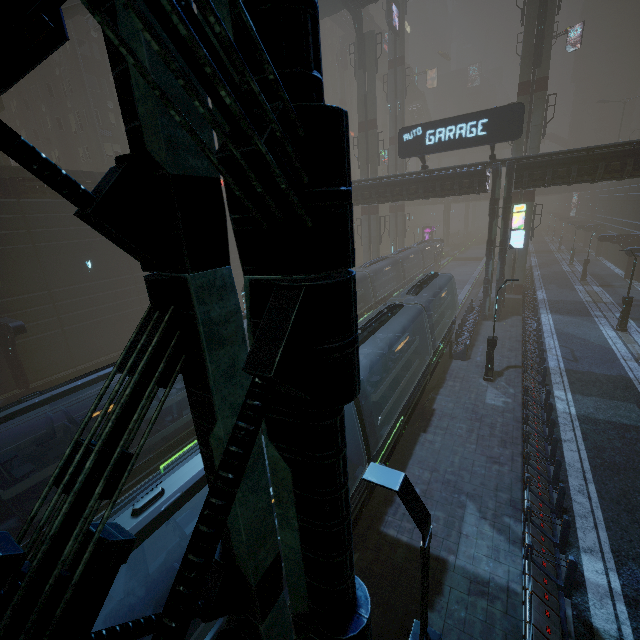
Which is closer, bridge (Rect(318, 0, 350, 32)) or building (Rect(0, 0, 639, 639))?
building (Rect(0, 0, 639, 639))

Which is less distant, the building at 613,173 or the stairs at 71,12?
the building at 613,173

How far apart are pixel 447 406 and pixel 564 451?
4.71m

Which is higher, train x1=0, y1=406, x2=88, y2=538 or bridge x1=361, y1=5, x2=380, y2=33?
bridge x1=361, y1=5, x2=380, y2=33

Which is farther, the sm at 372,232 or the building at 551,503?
the sm at 372,232

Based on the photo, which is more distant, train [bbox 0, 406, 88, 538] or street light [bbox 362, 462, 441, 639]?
train [bbox 0, 406, 88, 538]

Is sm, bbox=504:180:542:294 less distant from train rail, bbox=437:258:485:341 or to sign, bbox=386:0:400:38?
sign, bbox=386:0:400:38

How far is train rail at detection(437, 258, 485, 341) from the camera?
33.19m
